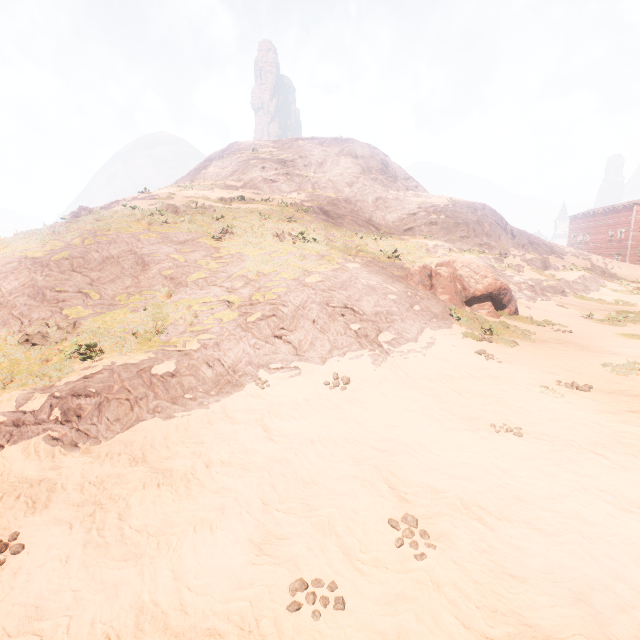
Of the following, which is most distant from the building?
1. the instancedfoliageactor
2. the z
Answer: the instancedfoliageactor

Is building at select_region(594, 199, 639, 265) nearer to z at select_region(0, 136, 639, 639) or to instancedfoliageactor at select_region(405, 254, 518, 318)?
z at select_region(0, 136, 639, 639)

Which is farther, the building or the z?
the building

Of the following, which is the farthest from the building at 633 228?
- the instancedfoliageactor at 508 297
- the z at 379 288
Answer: the instancedfoliageactor at 508 297

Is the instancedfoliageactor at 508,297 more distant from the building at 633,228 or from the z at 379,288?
the building at 633,228

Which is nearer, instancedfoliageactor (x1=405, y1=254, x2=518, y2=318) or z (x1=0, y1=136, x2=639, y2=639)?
z (x1=0, y1=136, x2=639, y2=639)

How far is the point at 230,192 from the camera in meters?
31.3 m

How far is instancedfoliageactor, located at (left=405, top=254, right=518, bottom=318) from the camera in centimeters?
1470cm
